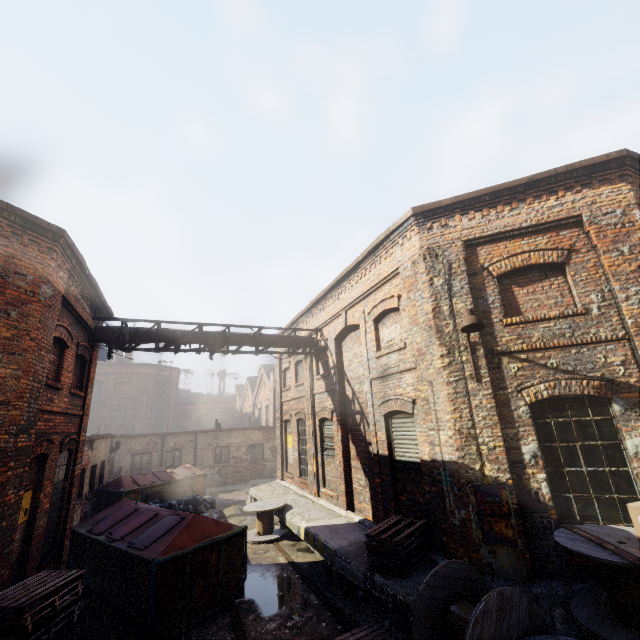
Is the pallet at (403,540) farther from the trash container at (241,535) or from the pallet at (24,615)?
the pallet at (24,615)

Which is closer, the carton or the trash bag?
the carton

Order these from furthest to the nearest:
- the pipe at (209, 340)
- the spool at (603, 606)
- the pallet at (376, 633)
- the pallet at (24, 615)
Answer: the pipe at (209, 340)
the pallet at (376, 633)
the pallet at (24, 615)
the spool at (603, 606)

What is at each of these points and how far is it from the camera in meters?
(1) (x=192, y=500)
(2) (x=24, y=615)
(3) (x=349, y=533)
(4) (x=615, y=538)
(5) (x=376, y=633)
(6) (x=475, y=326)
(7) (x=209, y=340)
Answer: (1) trash bag, 15.3 m
(2) pallet, 4.6 m
(3) building, 8.4 m
(4) spool, 4.5 m
(5) pallet, 5.7 m
(6) light, 6.1 m
(7) pipe, 11.6 m

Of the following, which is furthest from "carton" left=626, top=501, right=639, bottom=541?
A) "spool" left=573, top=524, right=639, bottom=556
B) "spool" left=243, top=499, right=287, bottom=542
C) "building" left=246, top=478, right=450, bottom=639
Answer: "spool" left=243, top=499, right=287, bottom=542

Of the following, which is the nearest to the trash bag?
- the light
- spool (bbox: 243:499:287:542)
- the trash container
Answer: the trash container

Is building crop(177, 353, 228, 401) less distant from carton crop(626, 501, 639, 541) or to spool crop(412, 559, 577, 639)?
spool crop(412, 559, 577, 639)

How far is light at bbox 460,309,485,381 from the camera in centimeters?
586cm
